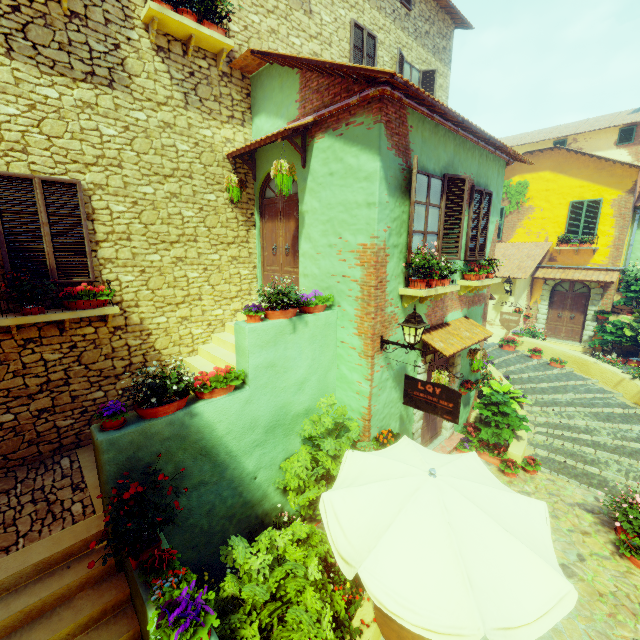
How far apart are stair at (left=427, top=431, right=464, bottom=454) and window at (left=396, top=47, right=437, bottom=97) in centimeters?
1005cm

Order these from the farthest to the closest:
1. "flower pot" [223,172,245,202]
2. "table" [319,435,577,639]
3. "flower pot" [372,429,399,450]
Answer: "flower pot" [223,172,245,202]
"flower pot" [372,429,399,450]
"table" [319,435,577,639]

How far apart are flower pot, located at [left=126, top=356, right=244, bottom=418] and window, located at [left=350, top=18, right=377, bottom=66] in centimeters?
925cm

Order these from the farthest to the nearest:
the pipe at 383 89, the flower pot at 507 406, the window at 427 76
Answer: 1. the window at 427 76
2. the flower pot at 507 406
3. the pipe at 383 89

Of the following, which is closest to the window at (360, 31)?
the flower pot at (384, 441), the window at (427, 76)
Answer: the window at (427, 76)

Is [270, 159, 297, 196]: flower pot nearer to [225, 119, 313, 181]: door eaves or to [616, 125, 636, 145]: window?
[225, 119, 313, 181]: door eaves

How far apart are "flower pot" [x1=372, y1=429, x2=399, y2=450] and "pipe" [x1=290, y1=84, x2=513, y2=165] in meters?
5.1 m

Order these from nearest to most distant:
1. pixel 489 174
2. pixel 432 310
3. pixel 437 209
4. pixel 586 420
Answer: pixel 437 209 → pixel 432 310 → pixel 489 174 → pixel 586 420
